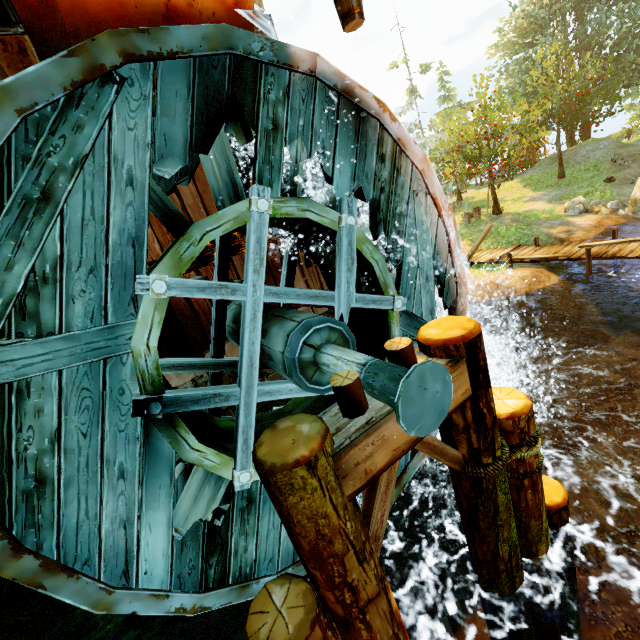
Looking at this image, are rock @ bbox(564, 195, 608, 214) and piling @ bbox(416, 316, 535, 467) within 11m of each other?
no

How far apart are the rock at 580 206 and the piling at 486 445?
16.8 meters

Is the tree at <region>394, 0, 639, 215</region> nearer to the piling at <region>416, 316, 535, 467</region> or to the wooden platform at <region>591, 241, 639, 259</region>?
the wooden platform at <region>591, 241, 639, 259</region>

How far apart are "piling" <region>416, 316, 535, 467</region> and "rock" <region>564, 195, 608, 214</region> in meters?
16.8 m

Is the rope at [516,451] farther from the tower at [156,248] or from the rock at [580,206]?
the rock at [580,206]

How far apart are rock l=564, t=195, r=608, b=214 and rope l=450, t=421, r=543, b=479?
17.3 meters

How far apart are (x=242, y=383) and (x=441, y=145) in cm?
3986

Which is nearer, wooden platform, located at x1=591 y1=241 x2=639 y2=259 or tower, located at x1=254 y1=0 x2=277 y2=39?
tower, located at x1=254 y1=0 x2=277 y2=39
